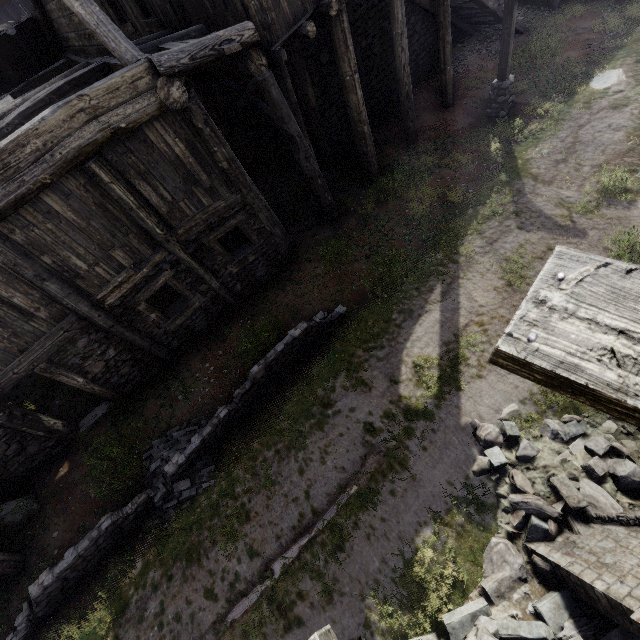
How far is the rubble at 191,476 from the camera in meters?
6.9 m

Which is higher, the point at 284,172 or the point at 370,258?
the point at 284,172

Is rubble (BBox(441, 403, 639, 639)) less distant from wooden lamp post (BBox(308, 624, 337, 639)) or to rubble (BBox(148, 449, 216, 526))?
wooden lamp post (BBox(308, 624, 337, 639))

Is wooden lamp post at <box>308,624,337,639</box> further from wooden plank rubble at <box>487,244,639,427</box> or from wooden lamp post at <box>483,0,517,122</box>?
wooden lamp post at <box>483,0,517,122</box>

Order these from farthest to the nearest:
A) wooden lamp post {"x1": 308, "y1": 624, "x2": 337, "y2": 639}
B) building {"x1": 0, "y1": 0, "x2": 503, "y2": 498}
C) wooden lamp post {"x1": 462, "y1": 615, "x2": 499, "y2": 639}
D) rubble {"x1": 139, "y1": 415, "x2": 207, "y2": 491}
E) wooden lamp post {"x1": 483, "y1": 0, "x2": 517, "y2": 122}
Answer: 1. wooden lamp post {"x1": 483, "y1": 0, "x2": 517, "y2": 122}
2. rubble {"x1": 139, "y1": 415, "x2": 207, "y2": 491}
3. building {"x1": 0, "y1": 0, "x2": 503, "y2": 498}
4. wooden lamp post {"x1": 462, "y1": 615, "x2": 499, "y2": 639}
5. wooden lamp post {"x1": 308, "y1": 624, "x2": 337, "y2": 639}

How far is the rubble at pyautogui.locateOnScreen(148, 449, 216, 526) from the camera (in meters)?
6.92
